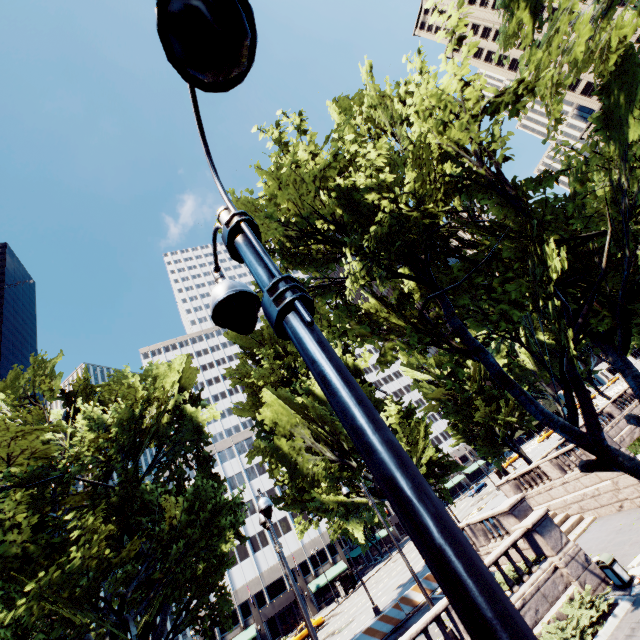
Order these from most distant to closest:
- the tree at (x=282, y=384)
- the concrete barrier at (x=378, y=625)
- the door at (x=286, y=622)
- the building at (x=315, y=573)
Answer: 1. the building at (x=315, y=573)
2. the door at (x=286, y=622)
3. the tree at (x=282, y=384)
4. the concrete barrier at (x=378, y=625)

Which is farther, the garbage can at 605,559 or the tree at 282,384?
the tree at 282,384

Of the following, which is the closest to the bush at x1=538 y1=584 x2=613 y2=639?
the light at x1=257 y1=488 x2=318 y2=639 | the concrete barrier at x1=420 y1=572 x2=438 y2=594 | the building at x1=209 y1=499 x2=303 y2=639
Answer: the light at x1=257 y1=488 x2=318 y2=639

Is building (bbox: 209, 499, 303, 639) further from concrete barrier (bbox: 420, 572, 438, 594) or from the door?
concrete barrier (bbox: 420, 572, 438, 594)

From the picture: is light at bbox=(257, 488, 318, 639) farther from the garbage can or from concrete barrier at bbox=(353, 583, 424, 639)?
concrete barrier at bbox=(353, 583, 424, 639)

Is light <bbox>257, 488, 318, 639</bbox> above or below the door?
above

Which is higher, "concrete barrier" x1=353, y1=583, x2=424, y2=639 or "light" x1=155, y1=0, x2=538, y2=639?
"light" x1=155, y1=0, x2=538, y2=639

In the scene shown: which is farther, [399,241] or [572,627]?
[572,627]
